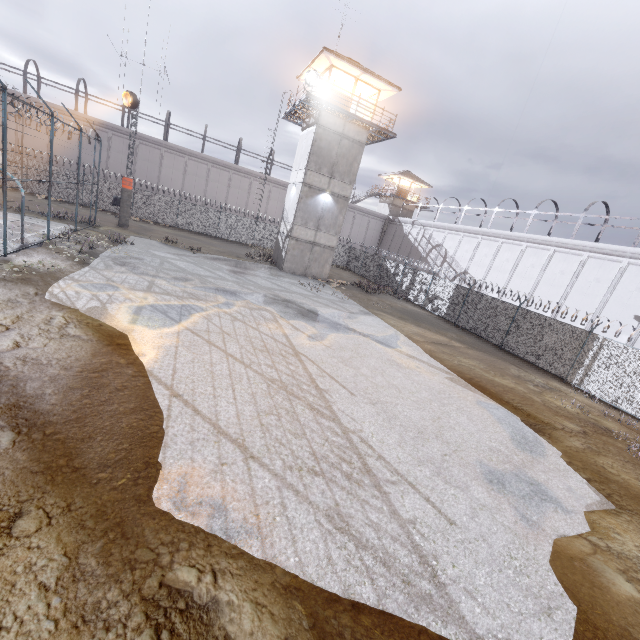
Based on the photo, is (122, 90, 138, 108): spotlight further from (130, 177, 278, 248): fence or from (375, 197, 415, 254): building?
(375, 197, 415, 254): building

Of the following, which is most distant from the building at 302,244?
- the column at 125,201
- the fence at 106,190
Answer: the column at 125,201

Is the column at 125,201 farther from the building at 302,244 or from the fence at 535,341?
the building at 302,244

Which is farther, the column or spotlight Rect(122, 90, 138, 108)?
the column

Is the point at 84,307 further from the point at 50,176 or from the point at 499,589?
the point at 499,589

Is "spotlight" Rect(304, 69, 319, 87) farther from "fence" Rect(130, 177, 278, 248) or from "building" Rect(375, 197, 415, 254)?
"building" Rect(375, 197, 415, 254)

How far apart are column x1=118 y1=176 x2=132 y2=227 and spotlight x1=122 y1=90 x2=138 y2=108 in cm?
455

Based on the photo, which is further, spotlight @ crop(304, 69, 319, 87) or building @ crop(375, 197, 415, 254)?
building @ crop(375, 197, 415, 254)
